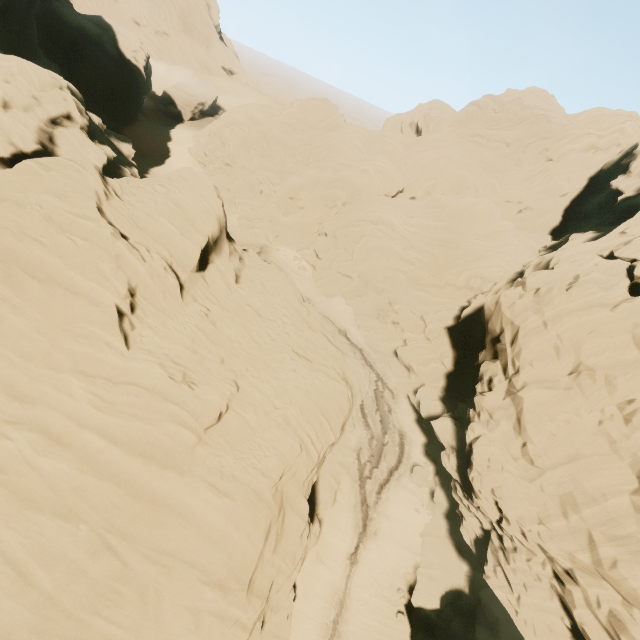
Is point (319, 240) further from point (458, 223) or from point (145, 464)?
point (145, 464)
